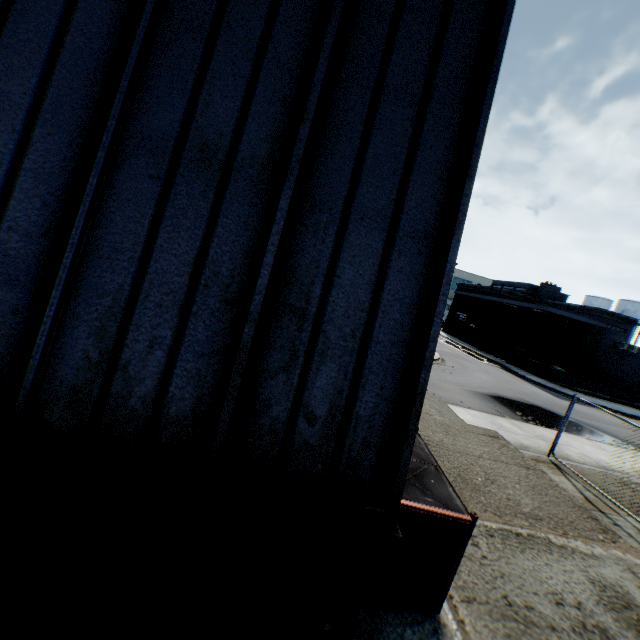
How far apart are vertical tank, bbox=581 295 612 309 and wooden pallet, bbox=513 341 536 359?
37.2m

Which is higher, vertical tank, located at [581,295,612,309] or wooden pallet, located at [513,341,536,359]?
vertical tank, located at [581,295,612,309]

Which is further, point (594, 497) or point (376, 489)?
point (594, 497)

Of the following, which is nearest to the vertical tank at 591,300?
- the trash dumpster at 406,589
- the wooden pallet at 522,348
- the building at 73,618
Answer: the wooden pallet at 522,348

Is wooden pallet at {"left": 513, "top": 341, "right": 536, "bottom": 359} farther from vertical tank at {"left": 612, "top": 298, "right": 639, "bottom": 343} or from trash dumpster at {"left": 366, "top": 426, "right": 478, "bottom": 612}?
vertical tank at {"left": 612, "top": 298, "right": 639, "bottom": 343}

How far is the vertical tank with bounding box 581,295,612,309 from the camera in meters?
56.8

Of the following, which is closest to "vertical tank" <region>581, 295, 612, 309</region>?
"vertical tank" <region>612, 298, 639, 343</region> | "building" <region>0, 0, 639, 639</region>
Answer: "vertical tank" <region>612, 298, 639, 343</region>

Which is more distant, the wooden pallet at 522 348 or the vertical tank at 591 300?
the vertical tank at 591 300
